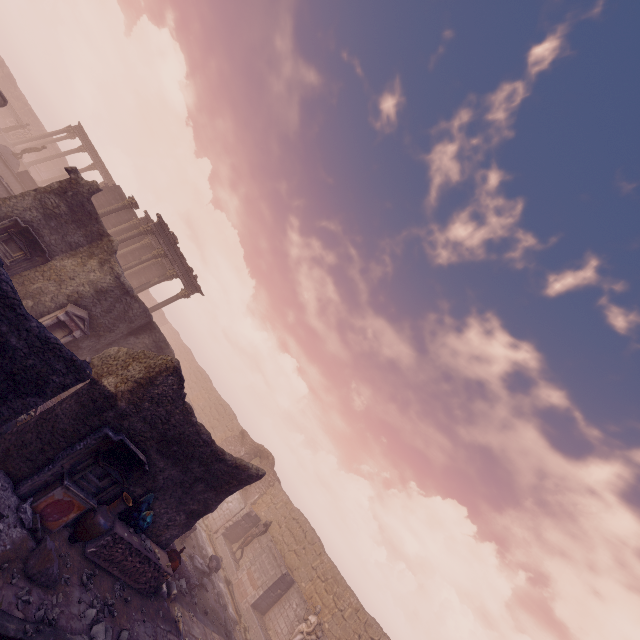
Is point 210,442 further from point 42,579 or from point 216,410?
point 216,410

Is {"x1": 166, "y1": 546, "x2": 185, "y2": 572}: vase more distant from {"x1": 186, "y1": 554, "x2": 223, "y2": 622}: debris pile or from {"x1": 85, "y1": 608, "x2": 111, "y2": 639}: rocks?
{"x1": 186, "y1": 554, "x2": 223, "y2": 622}: debris pile

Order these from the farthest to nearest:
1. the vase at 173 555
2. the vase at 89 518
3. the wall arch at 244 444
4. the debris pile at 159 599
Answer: the wall arch at 244 444 < the vase at 173 555 < the debris pile at 159 599 < the vase at 89 518

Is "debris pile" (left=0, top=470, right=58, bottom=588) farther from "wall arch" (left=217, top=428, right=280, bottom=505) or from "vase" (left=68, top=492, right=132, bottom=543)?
"wall arch" (left=217, top=428, right=280, bottom=505)

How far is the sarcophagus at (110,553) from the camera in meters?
7.9 m

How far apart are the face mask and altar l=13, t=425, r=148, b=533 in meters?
0.7 m

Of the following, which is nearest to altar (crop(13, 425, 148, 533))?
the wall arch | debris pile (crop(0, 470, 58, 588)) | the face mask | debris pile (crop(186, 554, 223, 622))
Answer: debris pile (crop(0, 470, 58, 588))

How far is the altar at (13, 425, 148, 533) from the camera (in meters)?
7.01
